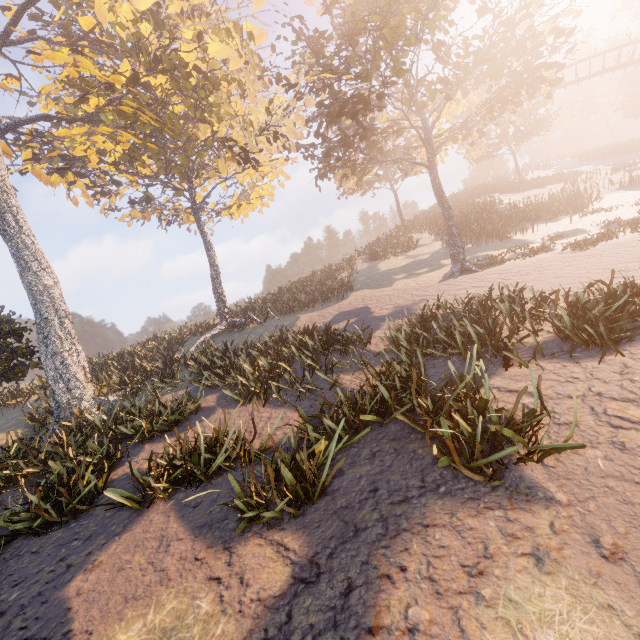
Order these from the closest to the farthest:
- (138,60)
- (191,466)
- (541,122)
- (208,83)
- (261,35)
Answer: (191,466) → (138,60) → (208,83) → (261,35) → (541,122)
